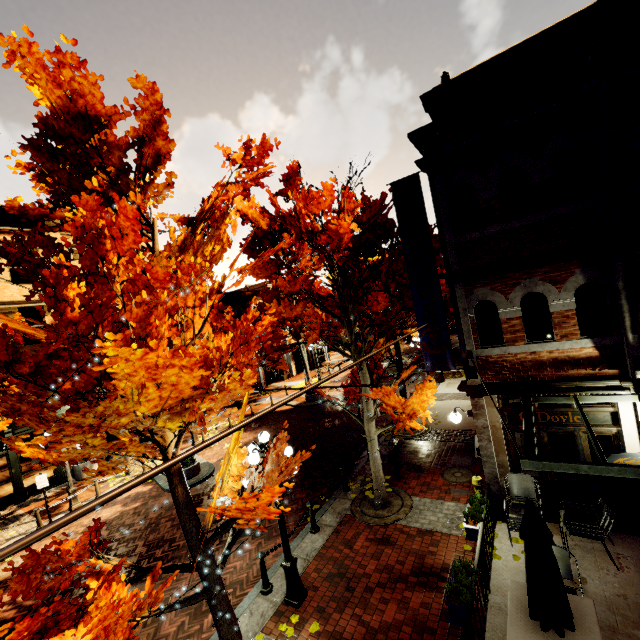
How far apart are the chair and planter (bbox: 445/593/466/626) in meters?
2.4 m

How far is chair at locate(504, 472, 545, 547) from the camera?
6.98m

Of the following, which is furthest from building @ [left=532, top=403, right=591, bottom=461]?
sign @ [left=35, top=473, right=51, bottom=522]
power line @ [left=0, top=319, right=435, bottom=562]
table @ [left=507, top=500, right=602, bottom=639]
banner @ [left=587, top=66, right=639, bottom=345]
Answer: sign @ [left=35, top=473, right=51, bottom=522]

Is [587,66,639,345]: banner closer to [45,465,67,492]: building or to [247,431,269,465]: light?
[45,465,67,492]: building

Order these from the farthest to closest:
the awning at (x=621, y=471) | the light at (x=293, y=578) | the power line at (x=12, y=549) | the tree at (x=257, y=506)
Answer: the light at (x=293, y=578) → the awning at (x=621, y=471) → the tree at (x=257, y=506) → the power line at (x=12, y=549)

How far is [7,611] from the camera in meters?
8.4 m

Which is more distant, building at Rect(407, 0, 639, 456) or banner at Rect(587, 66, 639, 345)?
building at Rect(407, 0, 639, 456)

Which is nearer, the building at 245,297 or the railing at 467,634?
the railing at 467,634
